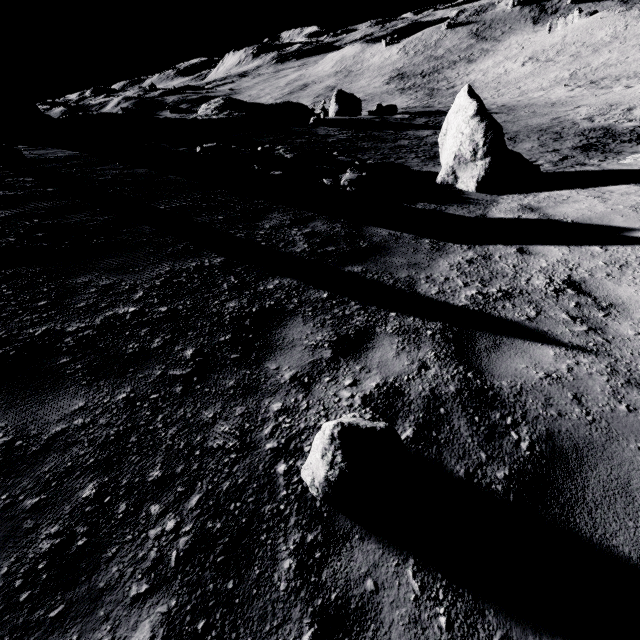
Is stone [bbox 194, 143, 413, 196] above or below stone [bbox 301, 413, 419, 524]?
below

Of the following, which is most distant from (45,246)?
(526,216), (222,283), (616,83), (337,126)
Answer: (616,83)

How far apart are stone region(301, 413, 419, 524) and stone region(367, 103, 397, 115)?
39.15m

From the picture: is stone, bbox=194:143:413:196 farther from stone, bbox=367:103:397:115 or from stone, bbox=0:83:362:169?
stone, bbox=367:103:397:115

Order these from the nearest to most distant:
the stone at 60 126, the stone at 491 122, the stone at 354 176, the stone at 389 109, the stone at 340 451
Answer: the stone at 340 451
the stone at 491 122
the stone at 354 176
the stone at 60 126
the stone at 389 109

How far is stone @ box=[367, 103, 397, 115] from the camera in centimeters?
3386cm

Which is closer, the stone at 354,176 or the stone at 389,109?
the stone at 354,176

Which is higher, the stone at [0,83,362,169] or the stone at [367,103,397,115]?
the stone at [0,83,362,169]
